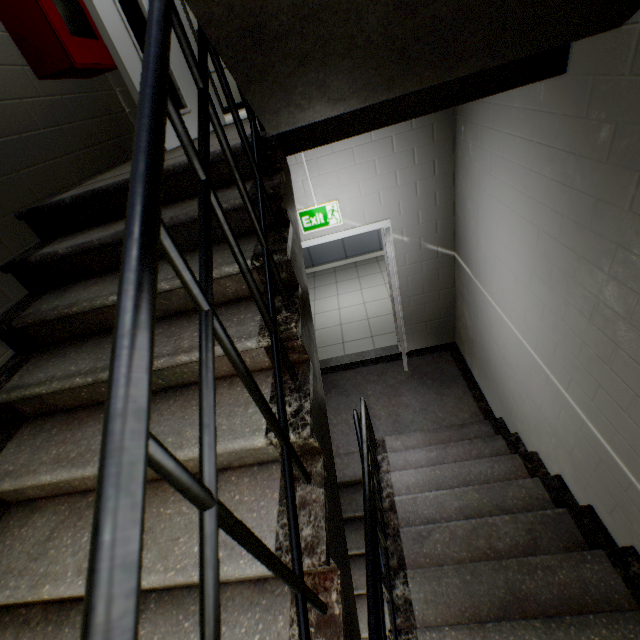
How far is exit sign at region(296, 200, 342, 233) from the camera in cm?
356

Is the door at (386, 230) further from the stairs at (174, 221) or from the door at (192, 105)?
the door at (192, 105)

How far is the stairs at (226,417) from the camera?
1.0 meters

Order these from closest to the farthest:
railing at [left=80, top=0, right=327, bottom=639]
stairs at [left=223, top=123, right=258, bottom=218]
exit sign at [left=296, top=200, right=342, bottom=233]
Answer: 1. railing at [left=80, top=0, right=327, bottom=639]
2. stairs at [left=223, top=123, right=258, bottom=218]
3. exit sign at [left=296, top=200, right=342, bottom=233]

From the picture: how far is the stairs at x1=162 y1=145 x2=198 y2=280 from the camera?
1.5 meters

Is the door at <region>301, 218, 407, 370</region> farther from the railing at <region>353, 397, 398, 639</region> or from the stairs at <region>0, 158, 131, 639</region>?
the railing at <region>353, 397, 398, 639</region>

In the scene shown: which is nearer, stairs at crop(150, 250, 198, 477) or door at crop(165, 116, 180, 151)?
stairs at crop(150, 250, 198, 477)

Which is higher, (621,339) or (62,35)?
(62,35)
